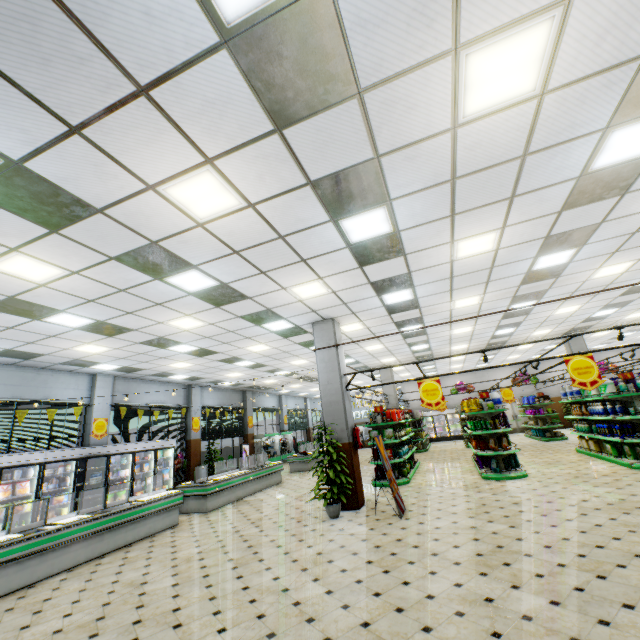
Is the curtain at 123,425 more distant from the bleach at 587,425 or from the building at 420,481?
the bleach at 587,425

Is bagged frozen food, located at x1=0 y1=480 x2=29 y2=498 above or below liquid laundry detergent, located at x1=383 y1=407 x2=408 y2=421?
below

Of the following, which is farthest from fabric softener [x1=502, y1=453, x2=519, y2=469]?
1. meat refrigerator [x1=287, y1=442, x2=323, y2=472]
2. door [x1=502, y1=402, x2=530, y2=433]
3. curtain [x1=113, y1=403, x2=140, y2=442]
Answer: door [x1=502, y1=402, x2=530, y2=433]

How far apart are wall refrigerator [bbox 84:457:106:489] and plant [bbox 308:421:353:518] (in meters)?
7.79

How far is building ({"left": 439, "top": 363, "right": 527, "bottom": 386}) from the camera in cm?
2517

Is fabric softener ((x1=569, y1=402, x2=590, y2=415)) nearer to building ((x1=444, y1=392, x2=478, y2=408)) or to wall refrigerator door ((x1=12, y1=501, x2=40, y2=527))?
building ((x1=444, y1=392, x2=478, y2=408))

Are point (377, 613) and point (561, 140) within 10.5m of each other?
yes

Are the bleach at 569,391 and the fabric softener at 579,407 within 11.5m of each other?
yes
